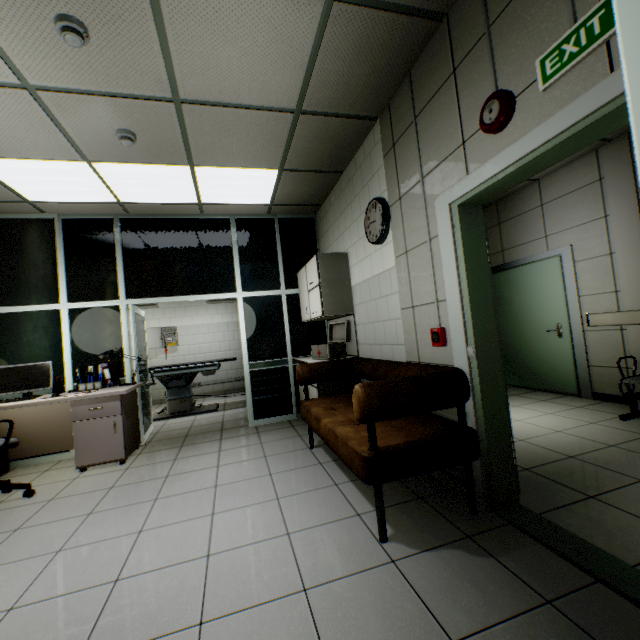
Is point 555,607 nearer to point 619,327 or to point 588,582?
point 588,582

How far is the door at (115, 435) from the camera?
3.6m

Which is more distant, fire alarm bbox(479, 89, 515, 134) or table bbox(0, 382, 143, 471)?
Answer: table bbox(0, 382, 143, 471)

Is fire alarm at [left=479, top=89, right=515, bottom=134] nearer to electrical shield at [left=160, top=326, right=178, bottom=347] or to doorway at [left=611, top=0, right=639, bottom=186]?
doorway at [left=611, top=0, right=639, bottom=186]

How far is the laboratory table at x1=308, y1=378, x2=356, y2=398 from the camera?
3.9 meters

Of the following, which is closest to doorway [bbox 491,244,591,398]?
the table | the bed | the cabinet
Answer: the cabinet

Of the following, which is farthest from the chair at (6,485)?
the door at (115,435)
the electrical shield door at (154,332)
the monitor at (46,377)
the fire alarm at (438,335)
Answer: the electrical shield door at (154,332)

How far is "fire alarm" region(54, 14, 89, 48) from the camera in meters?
1.9 m
